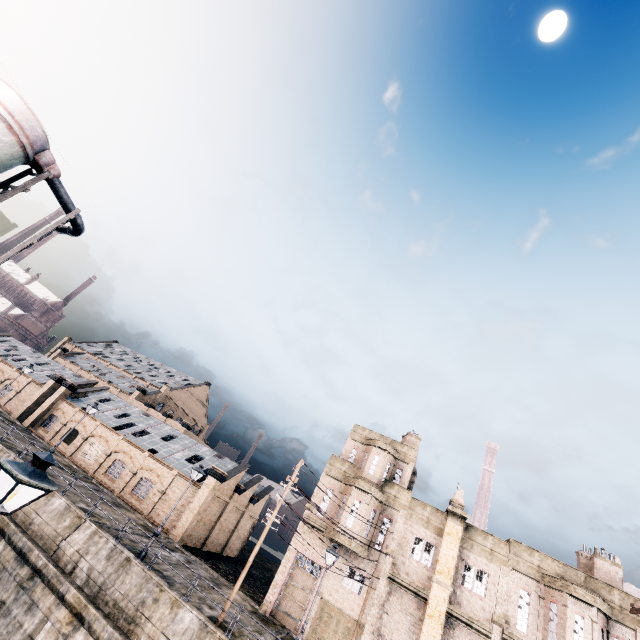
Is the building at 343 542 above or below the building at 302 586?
above

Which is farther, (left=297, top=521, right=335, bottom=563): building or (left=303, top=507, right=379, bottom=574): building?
(left=297, top=521, right=335, bottom=563): building

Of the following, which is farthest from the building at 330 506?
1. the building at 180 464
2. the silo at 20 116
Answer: the silo at 20 116

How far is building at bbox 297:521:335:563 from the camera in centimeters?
2565cm

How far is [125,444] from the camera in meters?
36.8 m

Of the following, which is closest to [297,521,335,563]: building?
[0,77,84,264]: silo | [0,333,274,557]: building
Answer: [0,333,274,557]: building

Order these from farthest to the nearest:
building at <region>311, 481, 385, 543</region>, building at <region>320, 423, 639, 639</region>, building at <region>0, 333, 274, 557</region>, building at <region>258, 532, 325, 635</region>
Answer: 1. building at <region>0, 333, 274, 557</region>
2. building at <region>311, 481, 385, 543</region>
3. building at <region>258, 532, 325, 635</region>
4. building at <region>320, 423, 639, 639</region>
